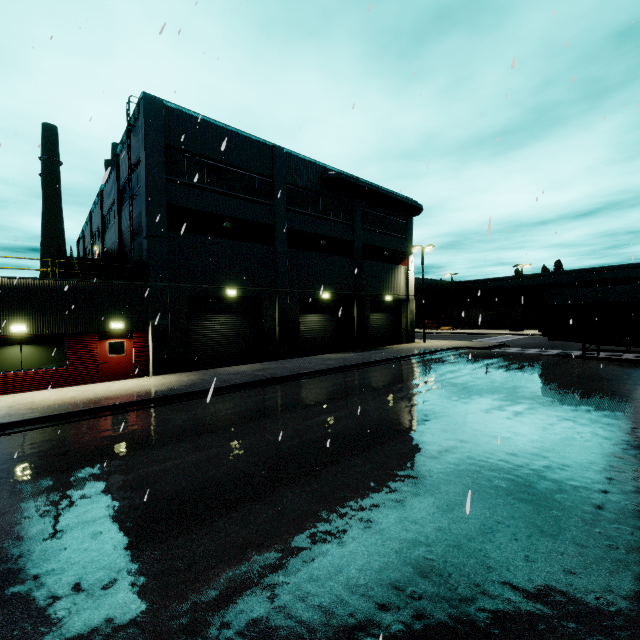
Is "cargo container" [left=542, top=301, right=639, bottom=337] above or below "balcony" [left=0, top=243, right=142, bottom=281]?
below

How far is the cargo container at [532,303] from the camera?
57.06m

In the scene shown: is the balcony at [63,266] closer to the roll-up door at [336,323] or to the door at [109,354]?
the door at [109,354]

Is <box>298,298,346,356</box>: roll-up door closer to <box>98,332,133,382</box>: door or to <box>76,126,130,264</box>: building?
<box>76,126,130,264</box>: building

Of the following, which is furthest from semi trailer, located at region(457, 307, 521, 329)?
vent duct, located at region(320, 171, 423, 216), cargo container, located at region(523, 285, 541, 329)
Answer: vent duct, located at region(320, 171, 423, 216)

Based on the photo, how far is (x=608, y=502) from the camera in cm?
524

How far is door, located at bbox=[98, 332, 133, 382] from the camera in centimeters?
1571cm

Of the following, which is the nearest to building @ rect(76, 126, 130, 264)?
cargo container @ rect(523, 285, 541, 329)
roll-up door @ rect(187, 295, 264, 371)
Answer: roll-up door @ rect(187, 295, 264, 371)
